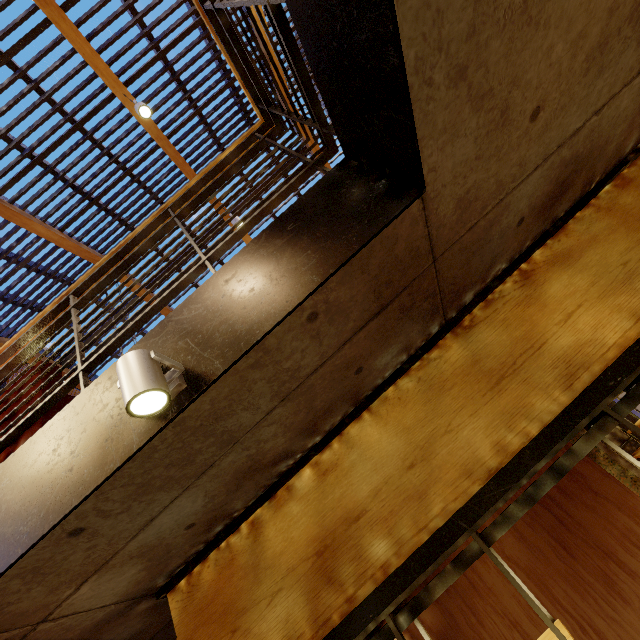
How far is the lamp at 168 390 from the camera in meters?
1.2

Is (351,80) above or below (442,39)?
above

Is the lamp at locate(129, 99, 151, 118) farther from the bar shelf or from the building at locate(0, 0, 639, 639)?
the bar shelf

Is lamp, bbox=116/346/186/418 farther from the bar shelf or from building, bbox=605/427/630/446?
the bar shelf

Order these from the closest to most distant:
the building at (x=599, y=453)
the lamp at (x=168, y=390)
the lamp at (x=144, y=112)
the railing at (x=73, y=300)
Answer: the lamp at (x=168, y=390) → the railing at (x=73, y=300) → the lamp at (x=144, y=112) → the building at (x=599, y=453)

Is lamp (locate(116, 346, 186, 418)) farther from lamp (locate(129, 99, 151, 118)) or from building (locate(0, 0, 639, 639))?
lamp (locate(129, 99, 151, 118))

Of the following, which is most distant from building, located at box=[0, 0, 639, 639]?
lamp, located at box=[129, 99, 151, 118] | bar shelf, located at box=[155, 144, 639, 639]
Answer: lamp, located at box=[129, 99, 151, 118]

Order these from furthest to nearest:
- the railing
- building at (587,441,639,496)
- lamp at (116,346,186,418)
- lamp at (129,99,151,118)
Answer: building at (587,441,639,496) → lamp at (129,99,151,118) → the railing → lamp at (116,346,186,418)
